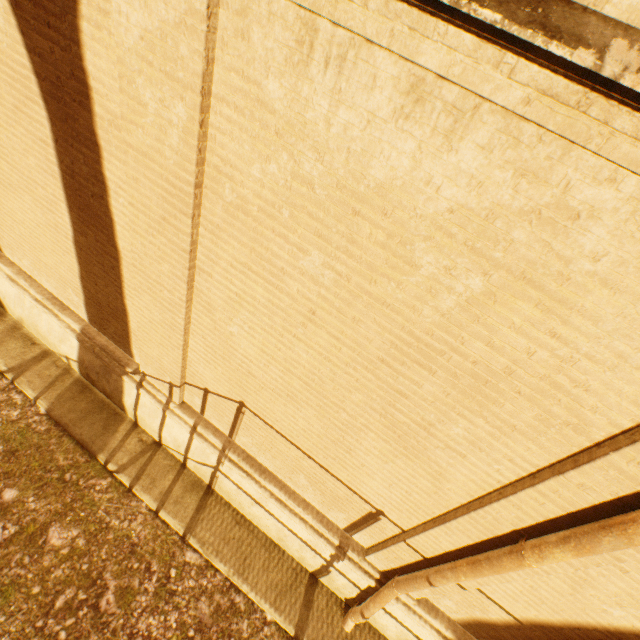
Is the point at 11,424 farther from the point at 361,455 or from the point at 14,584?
the point at 361,455
